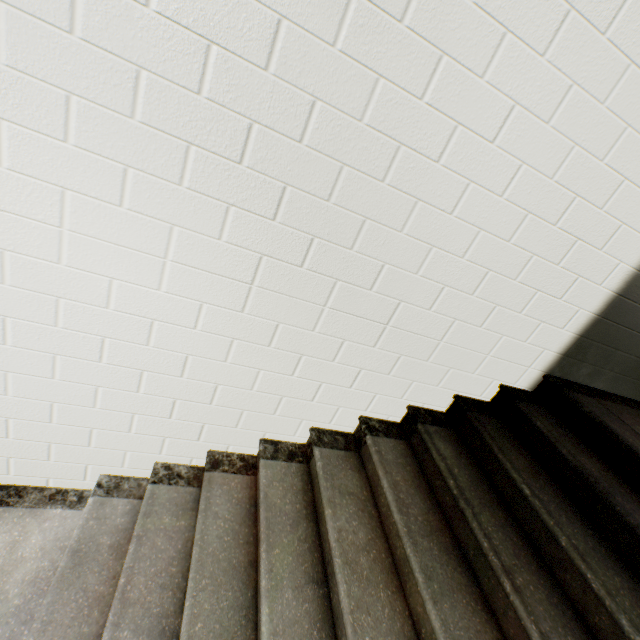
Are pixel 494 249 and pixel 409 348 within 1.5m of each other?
yes
